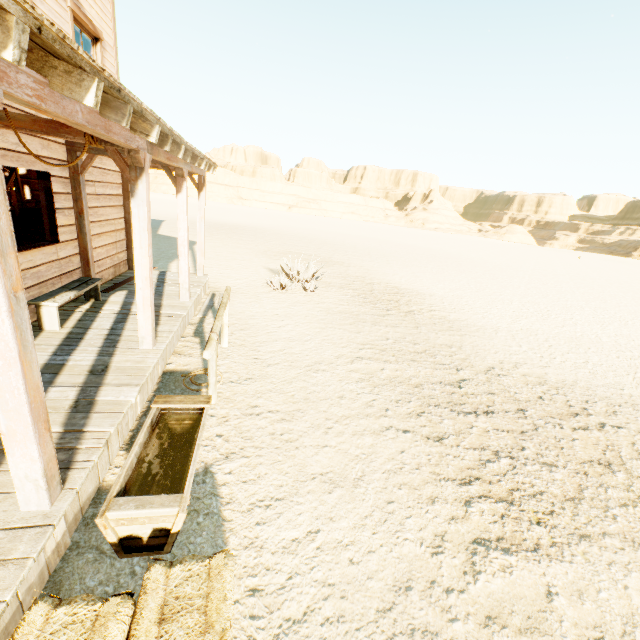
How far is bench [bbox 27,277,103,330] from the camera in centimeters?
470cm

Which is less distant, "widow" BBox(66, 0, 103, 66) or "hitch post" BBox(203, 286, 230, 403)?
"hitch post" BBox(203, 286, 230, 403)

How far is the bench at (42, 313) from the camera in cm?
470

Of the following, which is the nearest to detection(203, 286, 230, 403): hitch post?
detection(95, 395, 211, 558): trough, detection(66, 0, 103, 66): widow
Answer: detection(95, 395, 211, 558): trough

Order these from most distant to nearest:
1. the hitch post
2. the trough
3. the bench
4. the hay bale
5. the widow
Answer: the widow
the bench
the hitch post
the trough
the hay bale

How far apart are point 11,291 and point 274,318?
6.05m

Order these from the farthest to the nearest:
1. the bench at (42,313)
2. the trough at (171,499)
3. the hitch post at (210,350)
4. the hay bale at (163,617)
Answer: the bench at (42,313), the hitch post at (210,350), the trough at (171,499), the hay bale at (163,617)

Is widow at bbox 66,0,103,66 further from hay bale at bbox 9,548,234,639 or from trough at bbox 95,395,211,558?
hay bale at bbox 9,548,234,639
